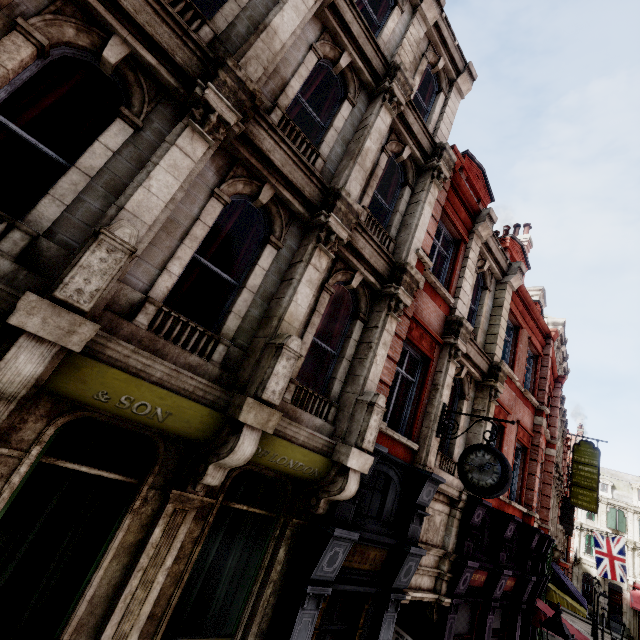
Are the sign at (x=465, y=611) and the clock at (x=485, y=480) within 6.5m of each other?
yes

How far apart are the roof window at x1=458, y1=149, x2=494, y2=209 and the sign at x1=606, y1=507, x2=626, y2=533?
50.21m

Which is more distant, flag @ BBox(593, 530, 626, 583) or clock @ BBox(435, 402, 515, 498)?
flag @ BBox(593, 530, 626, 583)

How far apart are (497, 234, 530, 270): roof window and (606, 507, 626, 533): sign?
45.6 meters

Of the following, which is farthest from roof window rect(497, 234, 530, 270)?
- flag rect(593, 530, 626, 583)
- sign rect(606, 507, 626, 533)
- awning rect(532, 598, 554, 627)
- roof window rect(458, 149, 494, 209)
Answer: sign rect(606, 507, 626, 533)

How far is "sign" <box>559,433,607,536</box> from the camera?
20.8m

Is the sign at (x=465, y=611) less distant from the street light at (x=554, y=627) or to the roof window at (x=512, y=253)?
the street light at (x=554, y=627)

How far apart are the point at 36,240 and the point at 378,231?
5.98m
